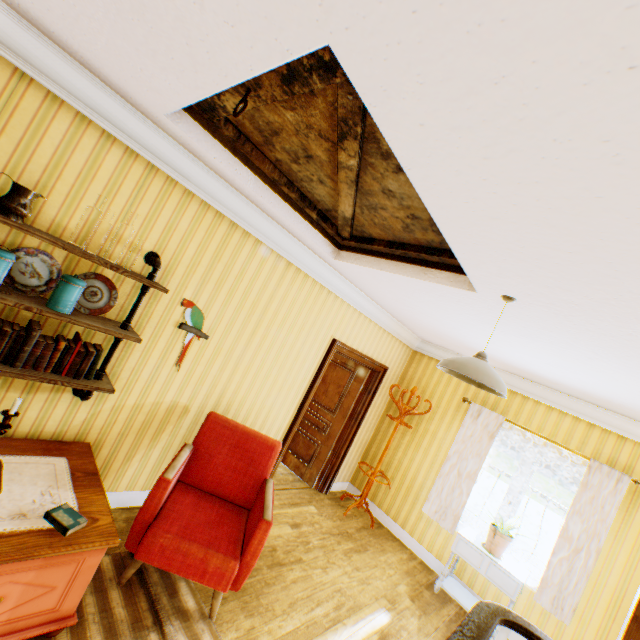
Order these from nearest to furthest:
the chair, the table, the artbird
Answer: the table < the chair < the artbird

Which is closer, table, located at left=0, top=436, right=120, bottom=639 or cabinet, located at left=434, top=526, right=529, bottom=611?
table, located at left=0, top=436, right=120, bottom=639

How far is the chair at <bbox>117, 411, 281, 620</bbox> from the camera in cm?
236

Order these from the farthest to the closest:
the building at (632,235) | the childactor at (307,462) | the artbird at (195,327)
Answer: the childactor at (307,462) → the artbird at (195,327) → the building at (632,235)

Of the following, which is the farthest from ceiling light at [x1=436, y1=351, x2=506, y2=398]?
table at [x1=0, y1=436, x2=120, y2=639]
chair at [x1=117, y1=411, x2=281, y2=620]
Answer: table at [x1=0, y1=436, x2=120, y2=639]

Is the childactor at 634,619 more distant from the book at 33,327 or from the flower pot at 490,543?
the book at 33,327

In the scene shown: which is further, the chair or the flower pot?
the flower pot

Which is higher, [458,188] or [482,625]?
[458,188]
